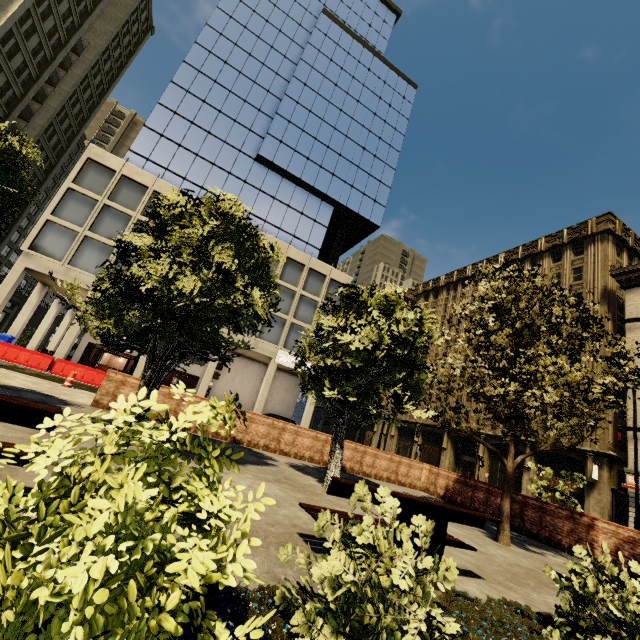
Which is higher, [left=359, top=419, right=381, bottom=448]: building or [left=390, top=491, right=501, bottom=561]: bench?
[left=359, top=419, right=381, bottom=448]: building

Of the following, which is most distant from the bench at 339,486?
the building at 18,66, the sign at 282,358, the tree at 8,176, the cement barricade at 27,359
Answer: the sign at 282,358

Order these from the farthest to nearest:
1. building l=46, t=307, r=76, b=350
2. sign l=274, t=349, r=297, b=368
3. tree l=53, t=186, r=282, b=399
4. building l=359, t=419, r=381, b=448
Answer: building l=359, t=419, r=381, b=448 < building l=46, t=307, r=76, b=350 < sign l=274, t=349, r=297, b=368 < tree l=53, t=186, r=282, b=399

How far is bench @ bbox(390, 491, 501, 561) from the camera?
3.93m

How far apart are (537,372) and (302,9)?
52.5m

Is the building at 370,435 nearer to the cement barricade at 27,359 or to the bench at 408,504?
the cement barricade at 27,359

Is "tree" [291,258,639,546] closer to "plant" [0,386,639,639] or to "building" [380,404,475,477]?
"plant" [0,386,639,639]
